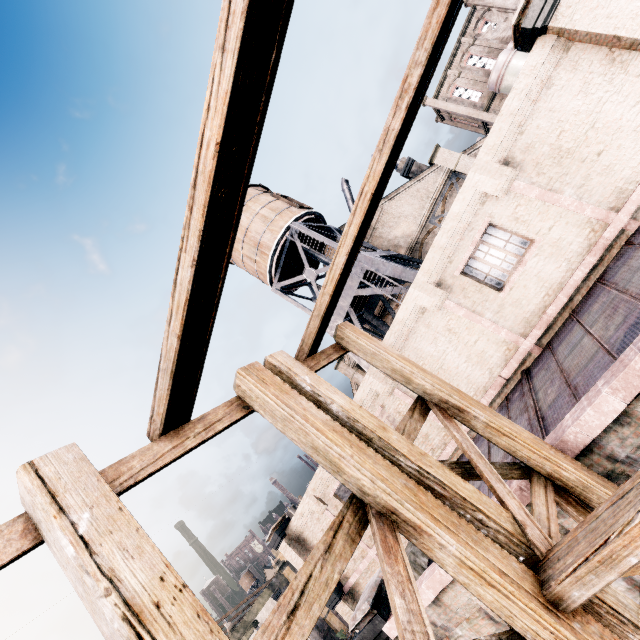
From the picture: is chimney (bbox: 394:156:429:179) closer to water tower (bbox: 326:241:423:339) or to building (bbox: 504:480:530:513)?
building (bbox: 504:480:530:513)

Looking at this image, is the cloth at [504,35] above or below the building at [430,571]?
above

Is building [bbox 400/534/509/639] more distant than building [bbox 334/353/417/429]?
No

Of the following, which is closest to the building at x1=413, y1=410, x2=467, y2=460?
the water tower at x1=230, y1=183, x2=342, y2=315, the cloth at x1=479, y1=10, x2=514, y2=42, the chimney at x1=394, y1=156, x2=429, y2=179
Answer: the chimney at x1=394, y1=156, x2=429, y2=179

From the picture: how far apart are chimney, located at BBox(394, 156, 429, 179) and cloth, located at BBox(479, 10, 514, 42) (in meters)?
39.47

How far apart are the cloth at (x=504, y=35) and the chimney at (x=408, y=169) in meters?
39.5 m

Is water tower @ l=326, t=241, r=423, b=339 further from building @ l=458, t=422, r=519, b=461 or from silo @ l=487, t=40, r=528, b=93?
silo @ l=487, t=40, r=528, b=93

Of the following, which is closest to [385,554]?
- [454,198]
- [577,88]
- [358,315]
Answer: [577,88]
